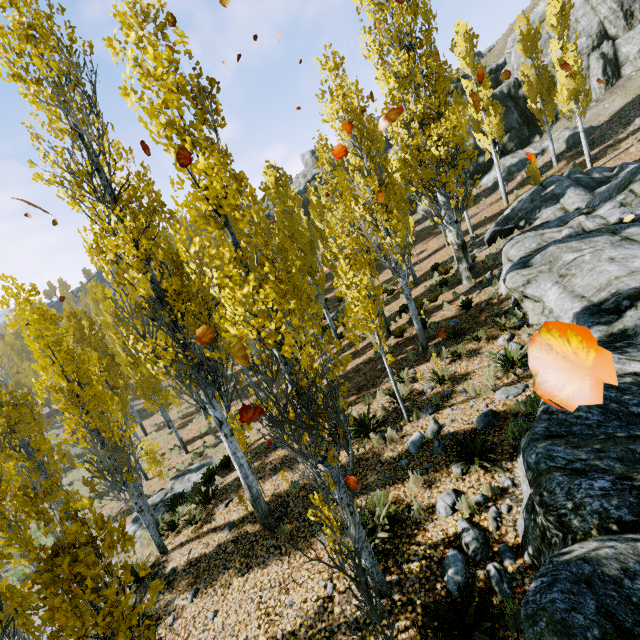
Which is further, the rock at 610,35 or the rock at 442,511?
the rock at 610,35

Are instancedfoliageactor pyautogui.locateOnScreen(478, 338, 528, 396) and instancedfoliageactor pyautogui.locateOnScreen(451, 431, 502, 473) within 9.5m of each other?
yes

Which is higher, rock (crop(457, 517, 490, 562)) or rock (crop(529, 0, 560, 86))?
rock (crop(529, 0, 560, 86))

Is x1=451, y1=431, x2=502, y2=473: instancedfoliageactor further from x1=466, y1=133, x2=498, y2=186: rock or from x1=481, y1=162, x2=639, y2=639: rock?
x1=466, y1=133, x2=498, y2=186: rock

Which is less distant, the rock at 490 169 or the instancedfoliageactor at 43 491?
the instancedfoliageactor at 43 491

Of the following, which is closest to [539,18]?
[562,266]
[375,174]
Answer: [375,174]

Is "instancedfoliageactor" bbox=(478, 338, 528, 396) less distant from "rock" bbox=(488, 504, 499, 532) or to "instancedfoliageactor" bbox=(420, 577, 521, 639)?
"rock" bbox=(488, 504, 499, 532)

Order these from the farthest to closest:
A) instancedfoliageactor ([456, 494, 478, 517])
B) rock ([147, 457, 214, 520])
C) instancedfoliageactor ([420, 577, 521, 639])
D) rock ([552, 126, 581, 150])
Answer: rock ([552, 126, 581, 150]) < rock ([147, 457, 214, 520]) < instancedfoliageactor ([456, 494, 478, 517]) < instancedfoliageactor ([420, 577, 521, 639])
